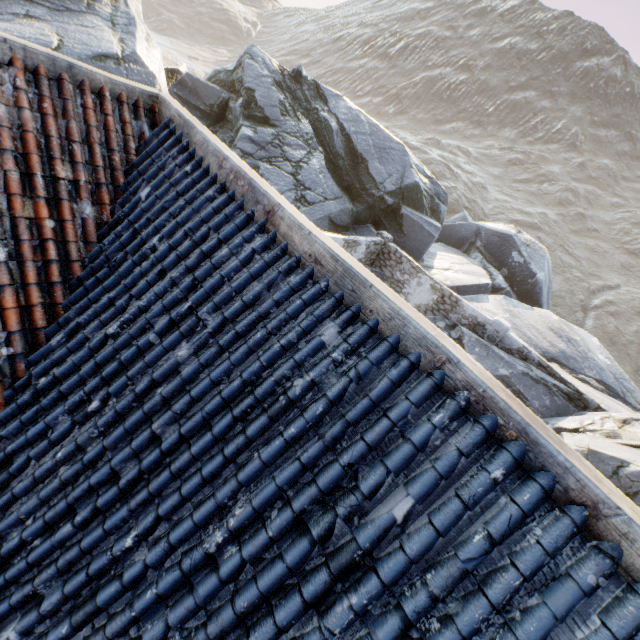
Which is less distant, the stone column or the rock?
the rock

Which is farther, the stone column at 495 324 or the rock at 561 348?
the stone column at 495 324

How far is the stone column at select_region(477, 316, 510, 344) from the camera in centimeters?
1266cm

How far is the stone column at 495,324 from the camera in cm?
1266

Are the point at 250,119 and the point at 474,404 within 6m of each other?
no
